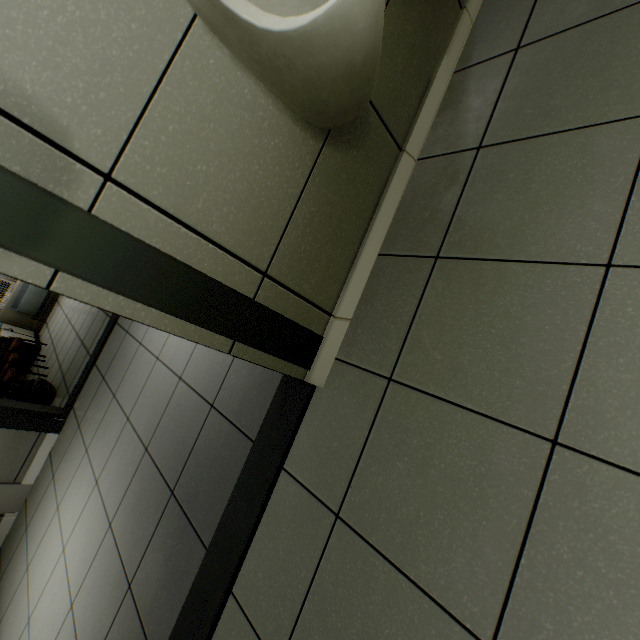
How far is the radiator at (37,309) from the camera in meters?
6.7

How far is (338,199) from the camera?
1.2 meters

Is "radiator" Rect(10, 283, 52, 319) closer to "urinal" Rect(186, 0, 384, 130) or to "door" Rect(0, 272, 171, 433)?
"door" Rect(0, 272, 171, 433)

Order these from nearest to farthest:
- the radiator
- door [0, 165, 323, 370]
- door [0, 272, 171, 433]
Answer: door [0, 165, 323, 370] → door [0, 272, 171, 433] → the radiator

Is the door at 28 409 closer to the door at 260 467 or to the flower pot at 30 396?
the flower pot at 30 396

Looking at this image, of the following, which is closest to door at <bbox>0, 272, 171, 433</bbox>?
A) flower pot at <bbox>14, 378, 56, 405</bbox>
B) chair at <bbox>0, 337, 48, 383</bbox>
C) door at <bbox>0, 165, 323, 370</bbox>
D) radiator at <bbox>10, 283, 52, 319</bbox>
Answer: flower pot at <bbox>14, 378, 56, 405</bbox>

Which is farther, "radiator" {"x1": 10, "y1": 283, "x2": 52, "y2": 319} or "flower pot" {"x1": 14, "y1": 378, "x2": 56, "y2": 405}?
"radiator" {"x1": 10, "y1": 283, "x2": 52, "y2": 319}

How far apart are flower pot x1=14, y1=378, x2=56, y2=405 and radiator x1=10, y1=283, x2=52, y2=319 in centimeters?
368cm
